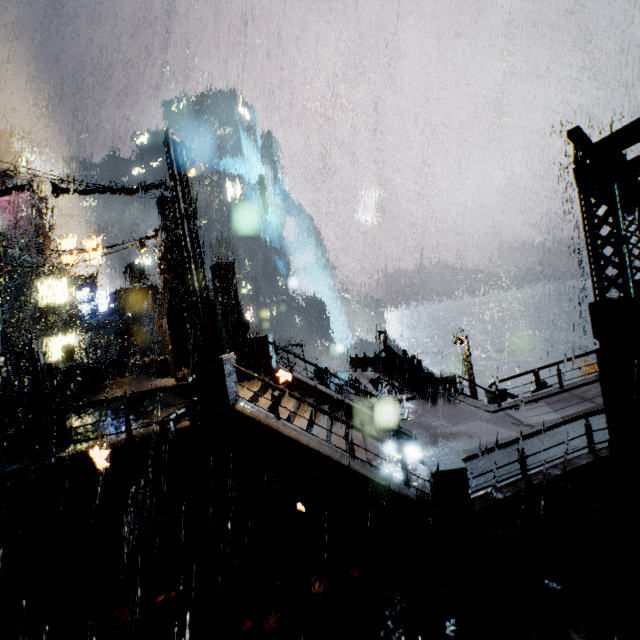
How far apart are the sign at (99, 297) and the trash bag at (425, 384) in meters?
38.3

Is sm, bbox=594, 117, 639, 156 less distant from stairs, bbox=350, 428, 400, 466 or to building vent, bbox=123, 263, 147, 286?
stairs, bbox=350, 428, 400, 466

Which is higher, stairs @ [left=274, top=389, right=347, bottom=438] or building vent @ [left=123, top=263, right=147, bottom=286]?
building vent @ [left=123, top=263, right=147, bottom=286]

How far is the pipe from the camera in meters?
6.8 m

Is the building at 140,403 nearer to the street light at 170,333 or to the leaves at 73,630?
the leaves at 73,630

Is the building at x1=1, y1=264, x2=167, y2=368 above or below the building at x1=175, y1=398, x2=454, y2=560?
above

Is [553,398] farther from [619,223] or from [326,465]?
[326,465]

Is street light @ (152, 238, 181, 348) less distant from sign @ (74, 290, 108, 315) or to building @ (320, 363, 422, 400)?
A: building @ (320, 363, 422, 400)
